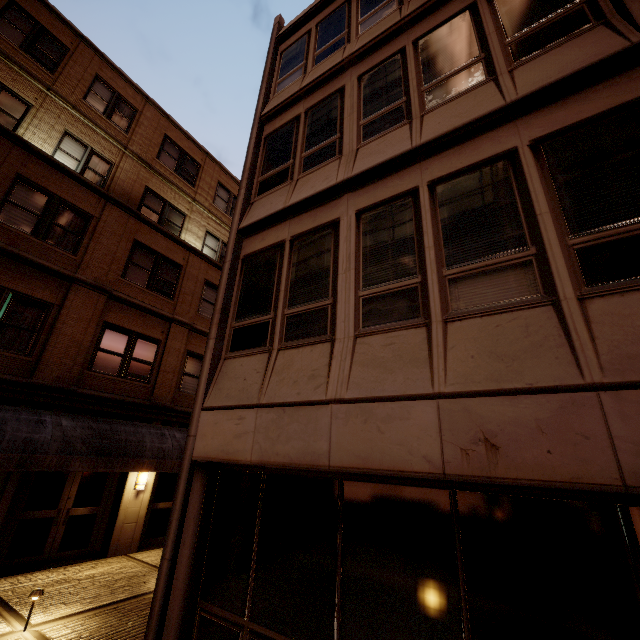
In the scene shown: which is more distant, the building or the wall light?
the wall light

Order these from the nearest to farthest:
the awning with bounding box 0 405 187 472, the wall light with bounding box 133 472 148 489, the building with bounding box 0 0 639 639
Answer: the building with bounding box 0 0 639 639 < the awning with bounding box 0 405 187 472 < the wall light with bounding box 133 472 148 489

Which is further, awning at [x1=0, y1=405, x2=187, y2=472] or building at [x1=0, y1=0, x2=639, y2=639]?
awning at [x1=0, y1=405, x2=187, y2=472]

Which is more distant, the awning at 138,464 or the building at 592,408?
the awning at 138,464

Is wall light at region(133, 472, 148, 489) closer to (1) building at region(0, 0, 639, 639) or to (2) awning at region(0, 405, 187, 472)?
(2) awning at region(0, 405, 187, 472)

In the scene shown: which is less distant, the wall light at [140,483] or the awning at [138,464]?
the awning at [138,464]

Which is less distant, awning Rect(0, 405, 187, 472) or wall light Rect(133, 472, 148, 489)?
awning Rect(0, 405, 187, 472)

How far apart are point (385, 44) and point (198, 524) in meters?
9.6 m
